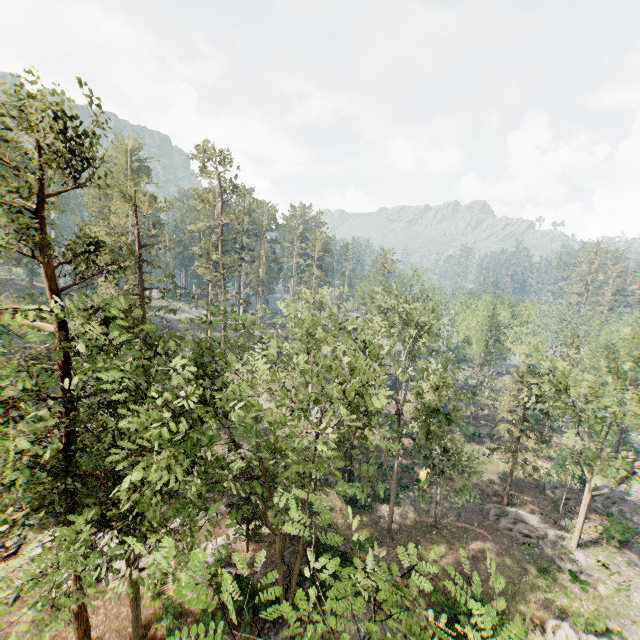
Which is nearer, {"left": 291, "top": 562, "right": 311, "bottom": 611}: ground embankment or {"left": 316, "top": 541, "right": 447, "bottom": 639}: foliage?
{"left": 316, "top": 541, "right": 447, "bottom": 639}: foliage

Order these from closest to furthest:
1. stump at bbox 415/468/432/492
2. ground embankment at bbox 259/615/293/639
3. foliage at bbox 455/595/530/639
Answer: foliage at bbox 455/595/530/639
ground embankment at bbox 259/615/293/639
stump at bbox 415/468/432/492

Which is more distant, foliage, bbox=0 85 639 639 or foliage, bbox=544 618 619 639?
foliage, bbox=544 618 619 639

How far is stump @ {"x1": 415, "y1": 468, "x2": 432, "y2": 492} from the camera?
33.22m

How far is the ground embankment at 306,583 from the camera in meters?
20.0

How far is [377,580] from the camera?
6.2 meters

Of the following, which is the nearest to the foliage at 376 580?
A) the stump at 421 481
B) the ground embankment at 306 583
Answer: the ground embankment at 306 583

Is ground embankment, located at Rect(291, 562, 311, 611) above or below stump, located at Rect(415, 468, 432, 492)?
below
